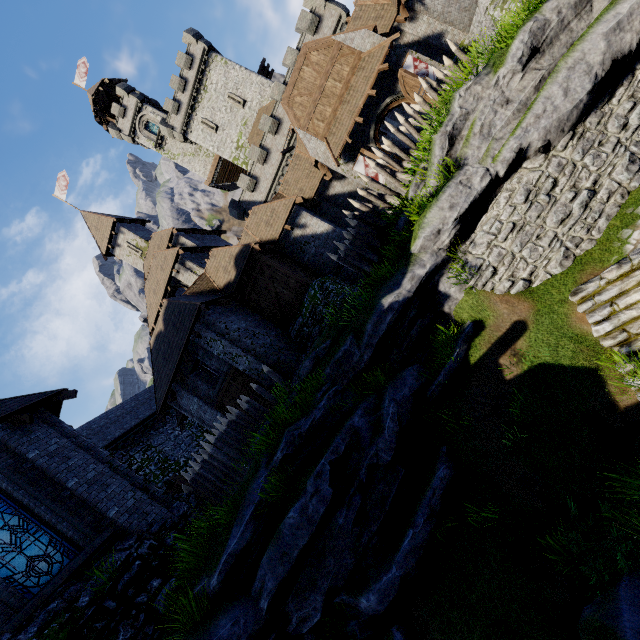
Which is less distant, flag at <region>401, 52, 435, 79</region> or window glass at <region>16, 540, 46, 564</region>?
window glass at <region>16, 540, 46, 564</region>

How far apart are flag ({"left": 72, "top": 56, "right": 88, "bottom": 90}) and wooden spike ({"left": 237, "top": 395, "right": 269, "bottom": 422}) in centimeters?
6091cm

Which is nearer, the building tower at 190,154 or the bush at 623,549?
the bush at 623,549

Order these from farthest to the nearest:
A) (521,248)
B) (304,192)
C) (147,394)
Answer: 1. (147,394)
2. (304,192)
3. (521,248)

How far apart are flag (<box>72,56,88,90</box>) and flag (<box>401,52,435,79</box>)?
54.8 meters

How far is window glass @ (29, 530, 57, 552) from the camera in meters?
8.2 m

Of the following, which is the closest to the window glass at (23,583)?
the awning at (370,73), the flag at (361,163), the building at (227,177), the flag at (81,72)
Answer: the awning at (370,73)

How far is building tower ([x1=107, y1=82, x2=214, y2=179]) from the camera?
43.2 meters
